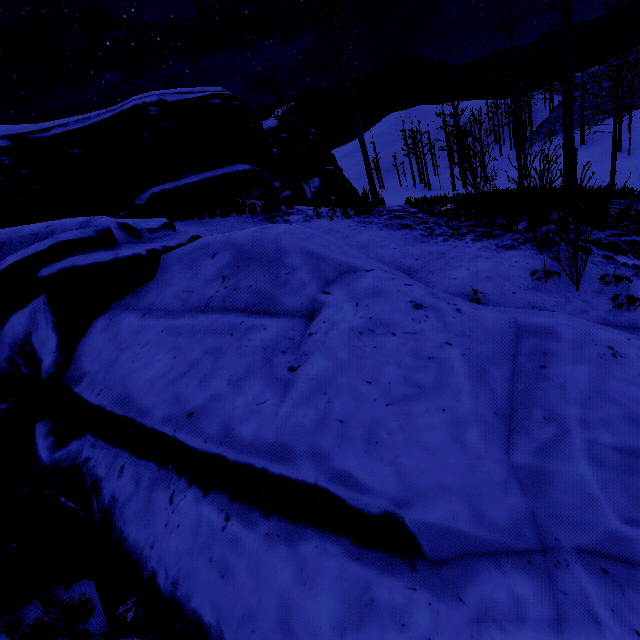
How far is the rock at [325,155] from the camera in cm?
2499

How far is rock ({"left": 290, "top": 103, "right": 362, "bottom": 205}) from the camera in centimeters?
2499cm

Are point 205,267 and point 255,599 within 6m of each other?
yes

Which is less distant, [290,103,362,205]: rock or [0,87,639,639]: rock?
[0,87,639,639]: rock

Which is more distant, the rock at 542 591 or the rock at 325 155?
the rock at 325 155
